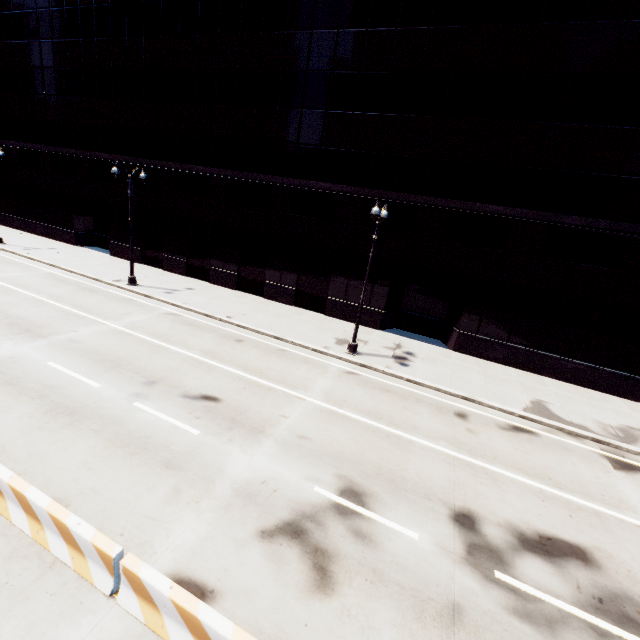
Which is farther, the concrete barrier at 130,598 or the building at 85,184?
the building at 85,184

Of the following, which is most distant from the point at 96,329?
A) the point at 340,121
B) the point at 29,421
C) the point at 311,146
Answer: the point at 340,121

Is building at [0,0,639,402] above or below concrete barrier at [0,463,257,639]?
above

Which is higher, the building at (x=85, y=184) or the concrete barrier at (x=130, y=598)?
the building at (x=85, y=184)

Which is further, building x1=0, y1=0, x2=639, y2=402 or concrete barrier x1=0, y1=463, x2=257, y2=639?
building x1=0, y1=0, x2=639, y2=402
